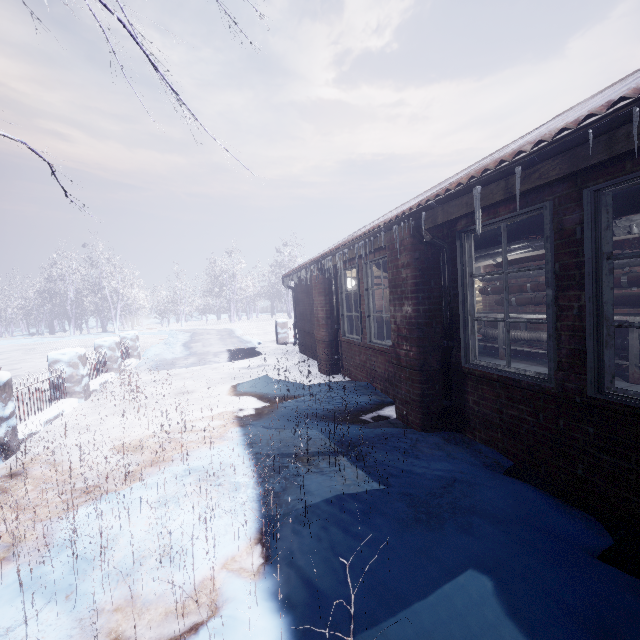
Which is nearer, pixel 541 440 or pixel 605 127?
pixel 605 127

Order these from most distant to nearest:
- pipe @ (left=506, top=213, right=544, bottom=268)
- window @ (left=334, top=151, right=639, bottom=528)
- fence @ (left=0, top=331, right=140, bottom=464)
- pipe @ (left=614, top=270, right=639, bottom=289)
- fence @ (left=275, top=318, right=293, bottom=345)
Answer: fence @ (left=275, top=318, right=293, bottom=345)
pipe @ (left=614, top=270, right=639, bottom=289)
fence @ (left=0, top=331, right=140, bottom=464)
pipe @ (left=506, top=213, right=544, bottom=268)
window @ (left=334, top=151, right=639, bottom=528)

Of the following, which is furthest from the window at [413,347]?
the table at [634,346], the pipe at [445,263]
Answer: the table at [634,346]

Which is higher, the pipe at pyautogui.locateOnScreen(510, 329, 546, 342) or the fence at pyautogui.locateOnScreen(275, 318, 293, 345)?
the pipe at pyautogui.locateOnScreen(510, 329, 546, 342)

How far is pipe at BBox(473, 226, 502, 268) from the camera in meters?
3.4

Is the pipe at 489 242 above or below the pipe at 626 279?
above

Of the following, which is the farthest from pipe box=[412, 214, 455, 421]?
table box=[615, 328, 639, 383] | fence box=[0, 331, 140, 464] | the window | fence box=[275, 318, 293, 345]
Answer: fence box=[275, 318, 293, 345]

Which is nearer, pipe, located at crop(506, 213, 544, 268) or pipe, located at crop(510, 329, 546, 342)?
pipe, located at crop(506, 213, 544, 268)
